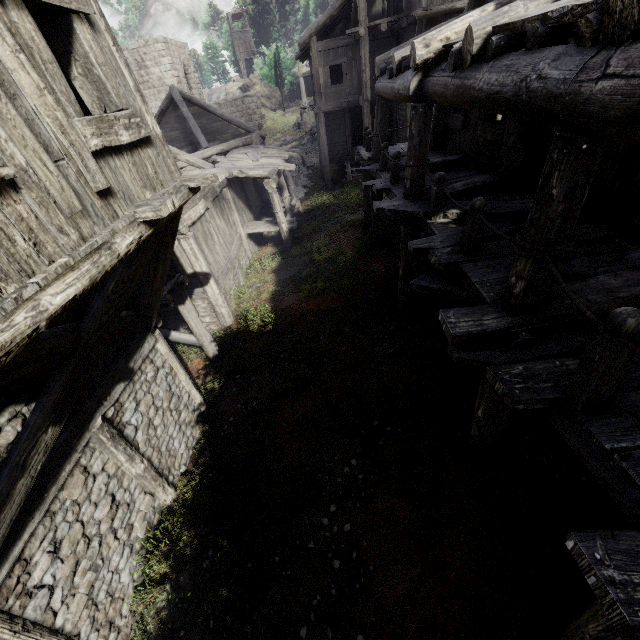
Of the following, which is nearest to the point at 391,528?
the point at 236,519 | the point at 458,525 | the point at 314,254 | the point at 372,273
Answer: the point at 458,525

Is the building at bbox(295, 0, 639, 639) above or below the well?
above

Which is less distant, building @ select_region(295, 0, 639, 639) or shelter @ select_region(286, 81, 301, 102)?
building @ select_region(295, 0, 639, 639)

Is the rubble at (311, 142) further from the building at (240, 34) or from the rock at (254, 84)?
the building at (240, 34)

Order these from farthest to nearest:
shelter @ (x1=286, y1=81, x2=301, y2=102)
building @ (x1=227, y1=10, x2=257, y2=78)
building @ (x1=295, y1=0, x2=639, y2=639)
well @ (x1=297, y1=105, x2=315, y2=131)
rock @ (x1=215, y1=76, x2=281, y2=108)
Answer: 1. building @ (x1=227, y1=10, x2=257, y2=78)
2. rock @ (x1=215, y1=76, x2=281, y2=108)
3. shelter @ (x1=286, y1=81, x2=301, y2=102)
4. well @ (x1=297, y1=105, x2=315, y2=131)
5. building @ (x1=295, y1=0, x2=639, y2=639)

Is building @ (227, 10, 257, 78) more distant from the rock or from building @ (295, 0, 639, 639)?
building @ (295, 0, 639, 639)

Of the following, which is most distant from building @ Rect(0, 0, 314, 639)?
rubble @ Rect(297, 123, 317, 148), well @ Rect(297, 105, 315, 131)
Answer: well @ Rect(297, 105, 315, 131)

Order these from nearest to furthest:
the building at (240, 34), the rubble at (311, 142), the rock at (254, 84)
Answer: the rubble at (311, 142), the rock at (254, 84), the building at (240, 34)
